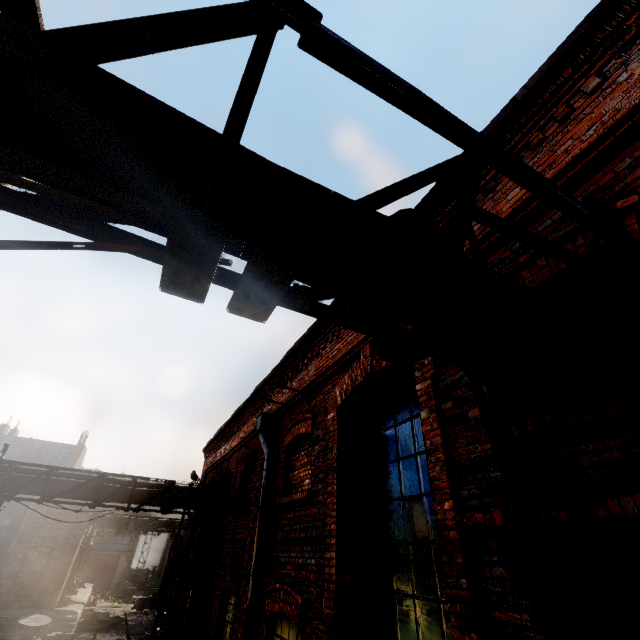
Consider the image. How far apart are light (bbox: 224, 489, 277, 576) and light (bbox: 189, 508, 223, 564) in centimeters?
385cm

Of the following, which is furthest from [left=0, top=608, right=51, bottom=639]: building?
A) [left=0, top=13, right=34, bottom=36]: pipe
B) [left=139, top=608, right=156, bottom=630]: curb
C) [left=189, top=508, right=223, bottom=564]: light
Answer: [left=189, top=508, right=223, bottom=564]: light

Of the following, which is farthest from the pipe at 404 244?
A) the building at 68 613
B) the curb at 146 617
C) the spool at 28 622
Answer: the curb at 146 617

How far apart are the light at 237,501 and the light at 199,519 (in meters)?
3.85

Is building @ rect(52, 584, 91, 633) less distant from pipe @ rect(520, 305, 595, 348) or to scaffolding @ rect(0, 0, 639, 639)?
pipe @ rect(520, 305, 595, 348)

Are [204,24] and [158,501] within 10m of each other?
no

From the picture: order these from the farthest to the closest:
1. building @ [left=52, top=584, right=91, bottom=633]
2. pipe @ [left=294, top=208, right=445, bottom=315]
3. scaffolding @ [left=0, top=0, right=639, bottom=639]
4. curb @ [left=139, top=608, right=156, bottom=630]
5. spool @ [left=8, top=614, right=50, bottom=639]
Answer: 1. curb @ [left=139, top=608, right=156, bottom=630]
2. building @ [left=52, top=584, right=91, bottom=633]
3. spool @ [left=8, top=614, right=50, bottom=639]
4. pipe @ [left=294, top=208, right=445, bottom=315]
5. scaffolding @ [left=0, top=0, right=639, bottom=639]

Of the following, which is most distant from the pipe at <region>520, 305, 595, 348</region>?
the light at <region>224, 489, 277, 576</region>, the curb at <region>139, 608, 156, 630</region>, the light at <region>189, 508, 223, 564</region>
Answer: the curb at <region>139, 608, 156, 630</region>
